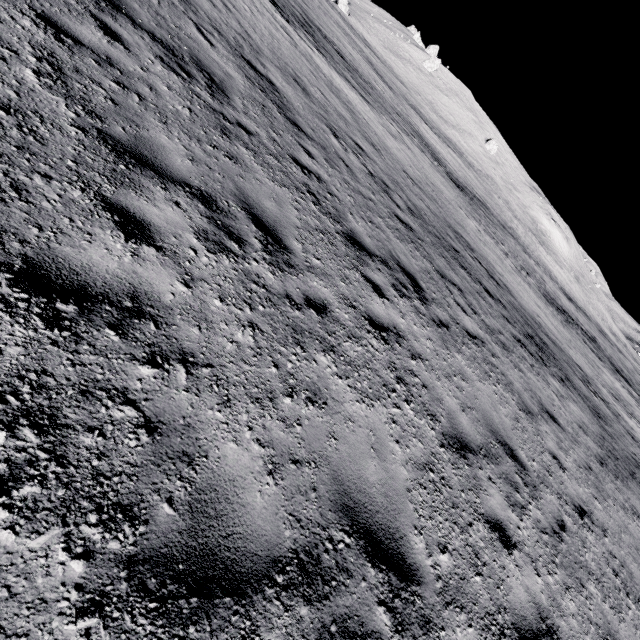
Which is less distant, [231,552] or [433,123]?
[231,552]
